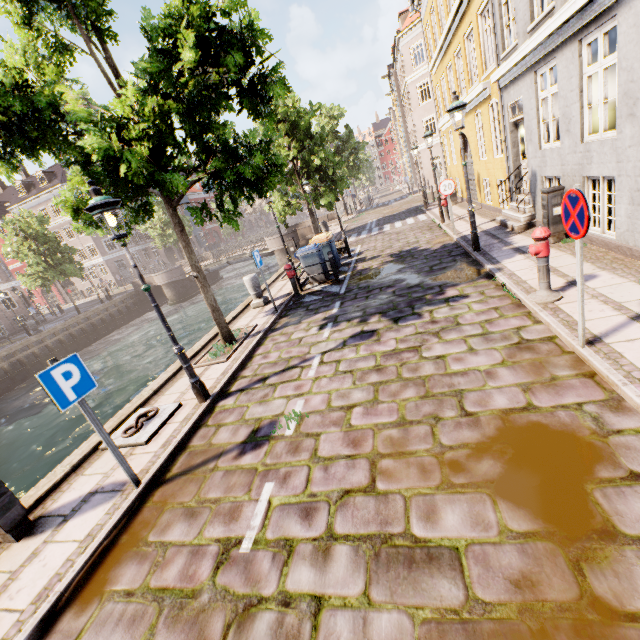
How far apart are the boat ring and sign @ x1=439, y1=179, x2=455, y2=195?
10.4 meters

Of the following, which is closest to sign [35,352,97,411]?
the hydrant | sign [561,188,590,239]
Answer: sign [561,188,590,239]

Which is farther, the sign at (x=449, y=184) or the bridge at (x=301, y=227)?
the bridge at (x=301, y=227)

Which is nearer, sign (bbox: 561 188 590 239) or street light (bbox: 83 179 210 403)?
sign (bbox: 561 188 590 239)

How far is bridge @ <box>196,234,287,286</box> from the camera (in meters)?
27.52

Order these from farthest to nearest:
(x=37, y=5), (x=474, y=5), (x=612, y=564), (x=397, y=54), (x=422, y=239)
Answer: (x=397, y=54) → (x=422, y=239) → (x=474, y=5) → (x=37, y=5) → (x=612, y=564)

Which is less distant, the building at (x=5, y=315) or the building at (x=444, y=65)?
the building at (x=444, y=65)

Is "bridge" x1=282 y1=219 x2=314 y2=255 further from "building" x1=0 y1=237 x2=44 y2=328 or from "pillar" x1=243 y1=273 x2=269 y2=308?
"pillar" x1=243 y1=273 x2=269 y2=308
